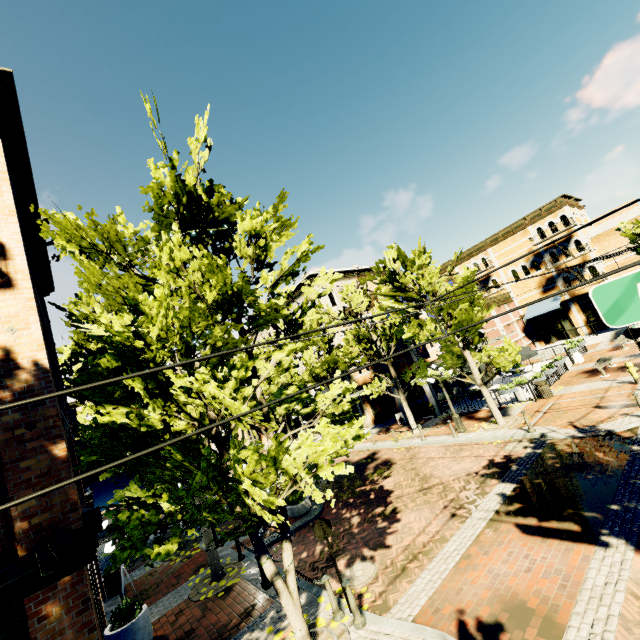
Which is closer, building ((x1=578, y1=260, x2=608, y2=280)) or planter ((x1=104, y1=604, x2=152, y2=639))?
planter ((x1=104, y1=604, x2=152, y2=639))

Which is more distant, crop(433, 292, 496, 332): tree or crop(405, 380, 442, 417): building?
crop(405, 380, 442, 417): building

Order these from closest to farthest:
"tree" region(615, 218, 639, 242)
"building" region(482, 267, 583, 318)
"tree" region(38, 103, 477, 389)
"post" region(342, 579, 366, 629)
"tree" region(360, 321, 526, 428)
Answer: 1. "tree" region(38, 103, 477, 389)
2. "post" region(342, 579, 366, 629)
3. "tree" region(360, 321, 526, 428)
4. "tree" region(615, 218, 639, 242)
5. "building" region(482, 267, 583, 318)

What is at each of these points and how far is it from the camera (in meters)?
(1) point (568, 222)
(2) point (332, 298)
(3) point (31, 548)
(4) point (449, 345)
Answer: (1) building, 28.05
(2) building, 29.81
(3) building, 5.19
(4) tree, 15.12

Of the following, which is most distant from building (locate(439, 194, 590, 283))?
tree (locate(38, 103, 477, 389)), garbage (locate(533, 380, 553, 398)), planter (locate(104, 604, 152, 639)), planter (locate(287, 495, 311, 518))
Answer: planter (locate(104, 604, 152, 639))

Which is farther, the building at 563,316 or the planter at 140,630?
the building at 563,316

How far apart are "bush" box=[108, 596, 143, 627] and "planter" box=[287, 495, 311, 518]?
5.9 meters

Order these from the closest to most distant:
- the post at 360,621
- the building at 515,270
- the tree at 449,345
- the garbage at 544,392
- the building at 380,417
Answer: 1. the post at 360,621
2. the tree at 449,345
3. the garbage at 544,392
4. the building at 380,417
5. the building at 515,270
